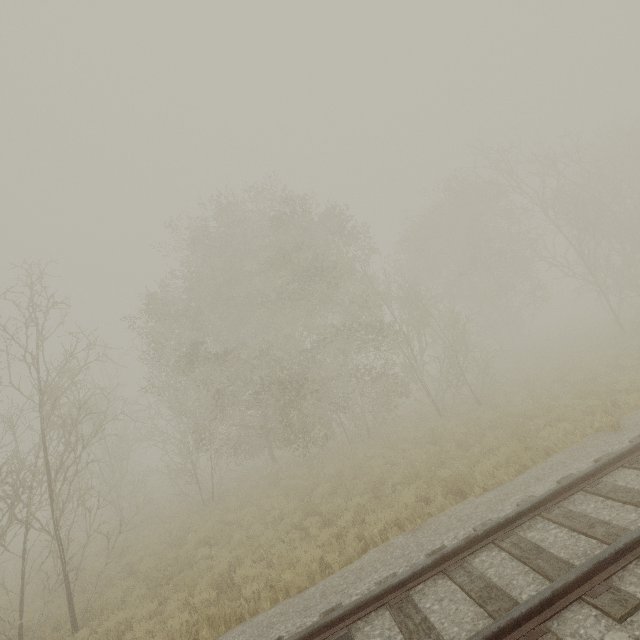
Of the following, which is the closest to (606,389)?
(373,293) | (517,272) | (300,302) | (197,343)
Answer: (373,293)
